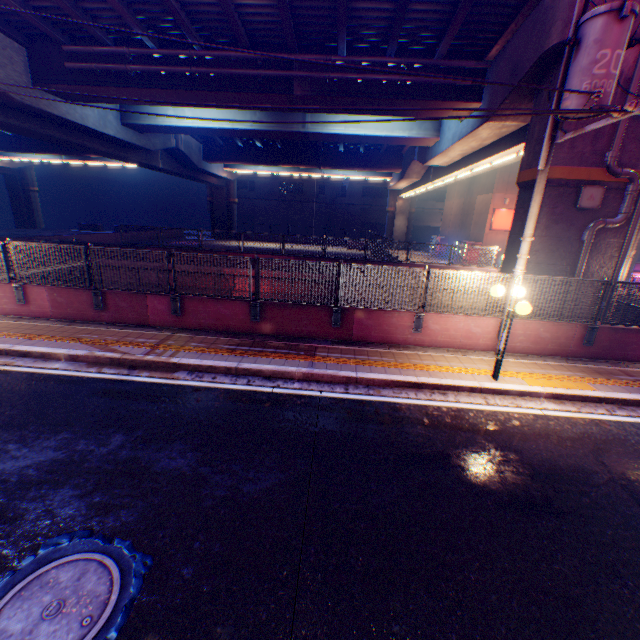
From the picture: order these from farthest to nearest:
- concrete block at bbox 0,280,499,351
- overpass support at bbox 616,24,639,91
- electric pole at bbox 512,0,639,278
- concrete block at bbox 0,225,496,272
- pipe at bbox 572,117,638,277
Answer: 1. concrete block at bbox 0,225,496,272
2. concrete block at bbox 0,280,499,351
3. pipe at bbox 572,117,638,277
4. overpass support at bbox 616,24,639,91
5. electric pole at bbox 512,0,639,278

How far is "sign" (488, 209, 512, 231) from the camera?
25.0 meters

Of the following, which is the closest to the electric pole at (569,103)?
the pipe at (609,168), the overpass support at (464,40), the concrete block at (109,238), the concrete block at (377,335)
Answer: the concrete block at (377,335)

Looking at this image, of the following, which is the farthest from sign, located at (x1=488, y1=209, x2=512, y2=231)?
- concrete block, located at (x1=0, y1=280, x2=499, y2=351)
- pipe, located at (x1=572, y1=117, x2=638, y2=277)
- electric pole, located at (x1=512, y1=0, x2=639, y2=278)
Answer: electric pole, located at (x1=512, y1=0, x2=639, y2=278)

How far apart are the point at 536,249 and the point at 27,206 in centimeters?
5553cm

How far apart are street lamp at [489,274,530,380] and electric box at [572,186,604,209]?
4.1m

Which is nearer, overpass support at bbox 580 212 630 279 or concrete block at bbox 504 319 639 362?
concrete block at bbox 504 319 639 362

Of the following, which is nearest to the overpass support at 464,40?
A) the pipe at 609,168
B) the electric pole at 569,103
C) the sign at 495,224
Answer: the pipe at 609,168
